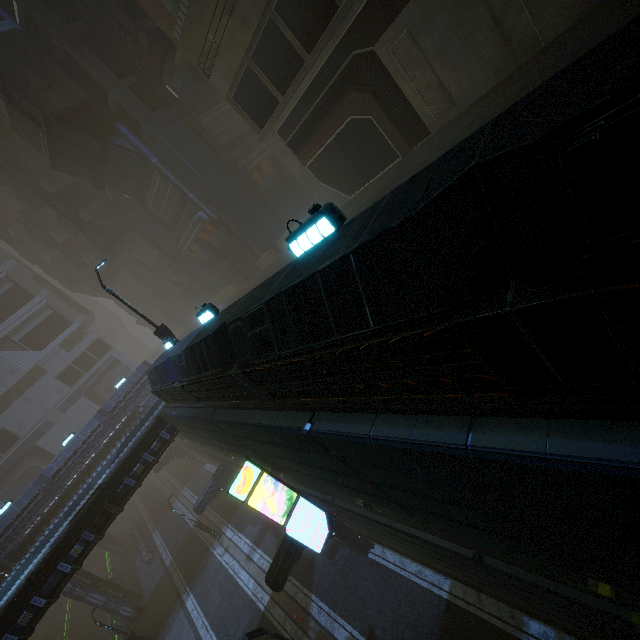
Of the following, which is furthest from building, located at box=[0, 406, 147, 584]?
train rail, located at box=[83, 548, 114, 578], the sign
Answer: train rail, located at box=[83, 548, 114, 578]

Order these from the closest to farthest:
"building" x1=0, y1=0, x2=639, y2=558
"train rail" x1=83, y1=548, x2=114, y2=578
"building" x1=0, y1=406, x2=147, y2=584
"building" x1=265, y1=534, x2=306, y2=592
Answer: "building" x1=0, y1=0, x2=639, y2=558, "building" x1=265, y1=534, x2=306, y2=592, "building" x1=0, y1=406, x2=147, y2=584, "train rail" x1=83, y1=548, x2=114, y2=578

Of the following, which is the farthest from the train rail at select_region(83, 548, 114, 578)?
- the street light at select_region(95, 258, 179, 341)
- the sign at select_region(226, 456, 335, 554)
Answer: the sign at select_region(226, 456, 335, 554)

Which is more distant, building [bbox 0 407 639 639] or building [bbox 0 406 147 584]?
building [bbox 0 406 147 584]

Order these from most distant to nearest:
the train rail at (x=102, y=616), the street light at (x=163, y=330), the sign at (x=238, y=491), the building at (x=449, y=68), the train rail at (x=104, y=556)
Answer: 1. the train rail at (x=104, y=556)
2. the train rail at (x=102, y=616)
3. the street light at (x=163, y=330)
4. the sign at (x=238, y=491)
5. the building at (x=449, y=68)

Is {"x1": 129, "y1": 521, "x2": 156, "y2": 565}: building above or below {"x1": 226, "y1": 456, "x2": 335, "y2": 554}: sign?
below

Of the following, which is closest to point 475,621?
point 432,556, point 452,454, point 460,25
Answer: point 432,556

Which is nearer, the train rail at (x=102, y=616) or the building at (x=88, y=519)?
the building at (x=88, y=519)
